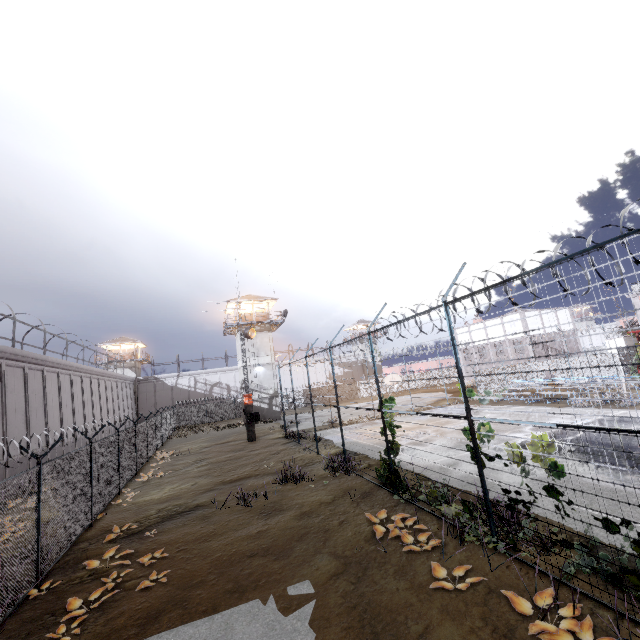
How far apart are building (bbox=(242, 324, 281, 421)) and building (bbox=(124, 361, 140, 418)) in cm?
2362

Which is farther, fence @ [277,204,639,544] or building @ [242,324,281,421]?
building @ [242,324,281,421]

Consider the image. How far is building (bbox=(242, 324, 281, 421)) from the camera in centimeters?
3781cm

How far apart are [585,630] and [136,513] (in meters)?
13.68

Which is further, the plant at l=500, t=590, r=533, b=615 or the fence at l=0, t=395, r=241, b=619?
the fence at l=0, t=395, r=241, b=619

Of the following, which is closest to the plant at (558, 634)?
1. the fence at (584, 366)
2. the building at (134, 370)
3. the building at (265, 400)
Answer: the fence at (584, 366)

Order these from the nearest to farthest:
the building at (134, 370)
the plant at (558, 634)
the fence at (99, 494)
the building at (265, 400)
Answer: the plant at (558, 634), the fence at (99, 494), the building at (265, 400), the building at (134, 370)

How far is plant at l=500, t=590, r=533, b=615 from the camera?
4.92m
